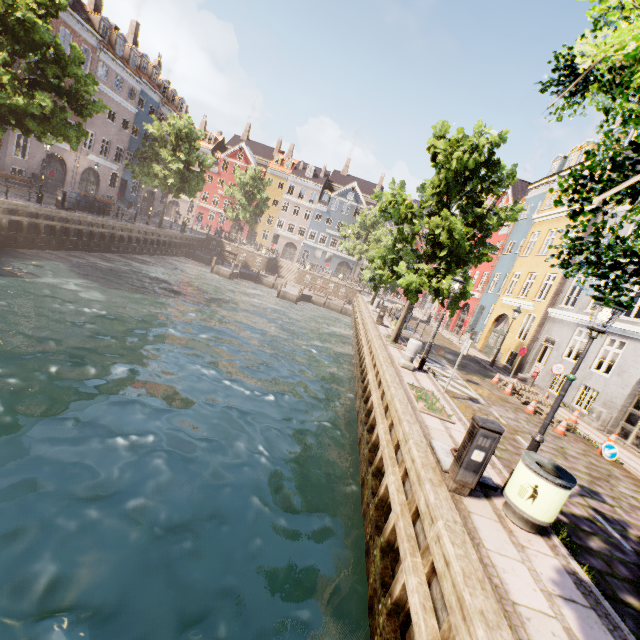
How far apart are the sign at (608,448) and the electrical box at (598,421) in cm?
359

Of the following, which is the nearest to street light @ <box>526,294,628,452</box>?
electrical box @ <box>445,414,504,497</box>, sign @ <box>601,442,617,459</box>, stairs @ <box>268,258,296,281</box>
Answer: electrical box @ <box>445,414,504,497</box>

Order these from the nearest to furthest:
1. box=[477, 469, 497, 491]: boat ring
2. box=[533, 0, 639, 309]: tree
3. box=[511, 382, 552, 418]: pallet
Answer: box=[533, 0, 639, 309]: tree < box=[477, 469, 497, 491]: boat ring < box=[511, 382, 552, 418]: pallet

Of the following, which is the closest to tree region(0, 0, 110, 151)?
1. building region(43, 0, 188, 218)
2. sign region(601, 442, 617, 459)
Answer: building region(43, 0, 188, 218)

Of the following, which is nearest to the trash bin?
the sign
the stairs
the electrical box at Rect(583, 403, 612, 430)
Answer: the sign

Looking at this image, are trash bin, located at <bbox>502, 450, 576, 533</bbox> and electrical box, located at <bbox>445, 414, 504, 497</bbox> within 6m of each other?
yes

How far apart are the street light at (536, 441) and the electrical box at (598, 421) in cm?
1100

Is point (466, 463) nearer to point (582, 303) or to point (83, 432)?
point (83, 432)
